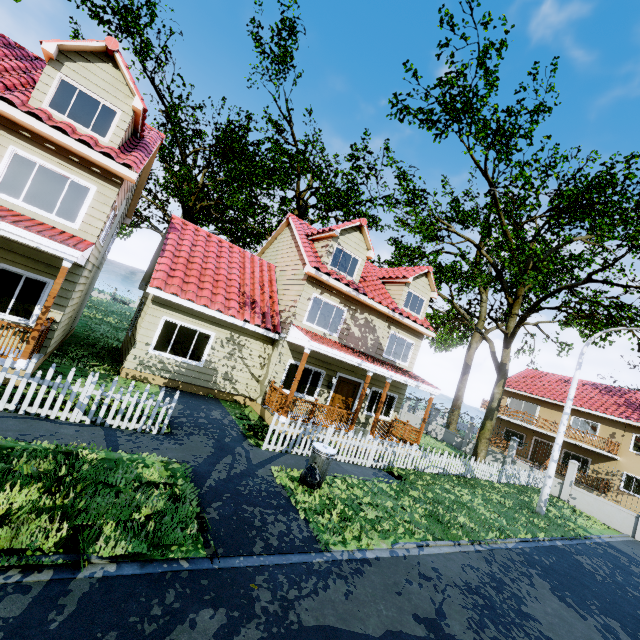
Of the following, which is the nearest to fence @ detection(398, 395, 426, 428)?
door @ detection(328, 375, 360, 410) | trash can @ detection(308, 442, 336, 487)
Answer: trash can @ detection(308, 442, 336, 487)

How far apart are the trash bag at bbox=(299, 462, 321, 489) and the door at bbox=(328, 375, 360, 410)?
6.6 meters

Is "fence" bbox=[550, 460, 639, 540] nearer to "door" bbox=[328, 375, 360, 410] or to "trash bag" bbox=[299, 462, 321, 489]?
"trash bag" bbox=[299, 462, 321, 489]

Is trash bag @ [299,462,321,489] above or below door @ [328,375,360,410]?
below

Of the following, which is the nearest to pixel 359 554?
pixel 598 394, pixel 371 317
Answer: pixel 371 317

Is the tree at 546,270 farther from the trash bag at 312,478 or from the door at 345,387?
the trash bag at 312,478

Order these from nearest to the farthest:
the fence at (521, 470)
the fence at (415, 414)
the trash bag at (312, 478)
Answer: the trash bag at (312, 478)
the fence at (521, 470)
the fence at (415, 414)

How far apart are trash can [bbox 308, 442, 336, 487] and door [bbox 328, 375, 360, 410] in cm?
606
